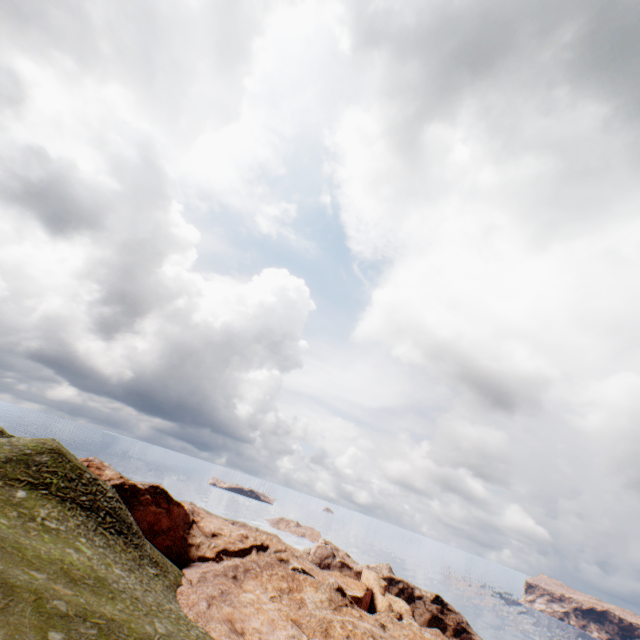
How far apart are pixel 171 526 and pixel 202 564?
7.91m
